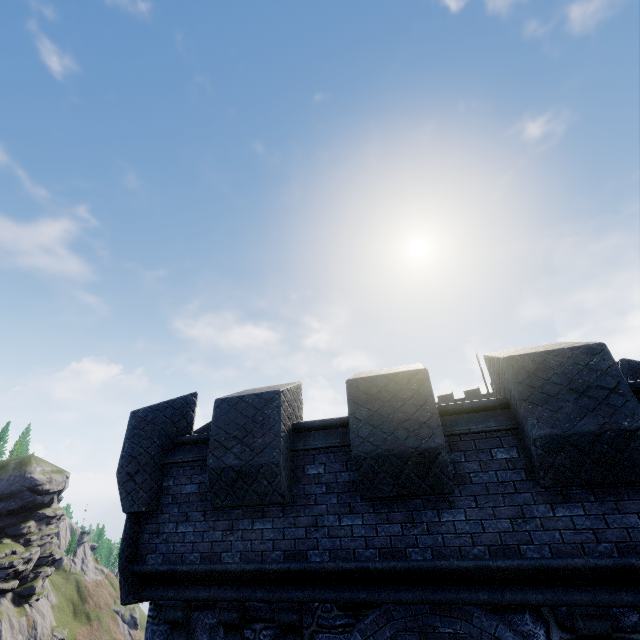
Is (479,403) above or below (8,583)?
above
